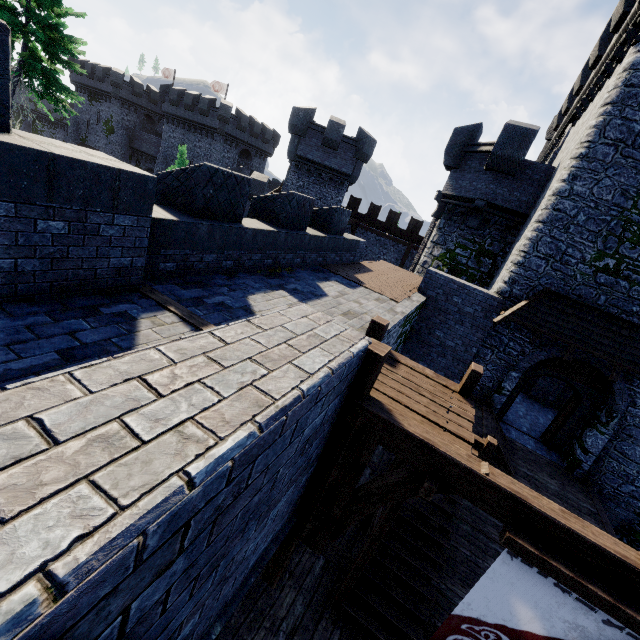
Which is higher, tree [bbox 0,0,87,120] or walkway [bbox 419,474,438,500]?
tree [bbox 0,0,87,120]

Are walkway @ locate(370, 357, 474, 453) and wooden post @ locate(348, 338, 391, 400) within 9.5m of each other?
yes

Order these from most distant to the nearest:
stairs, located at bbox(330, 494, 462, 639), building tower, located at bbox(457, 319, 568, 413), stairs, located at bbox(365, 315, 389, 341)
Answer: building tower, located at bbox(457, 319, 568, 413) < stairs, located at bbox(330, 494, 462, 639) < stairs, located at bbox(365, 315, 389, 341)

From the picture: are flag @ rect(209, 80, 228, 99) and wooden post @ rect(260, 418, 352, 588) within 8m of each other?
no

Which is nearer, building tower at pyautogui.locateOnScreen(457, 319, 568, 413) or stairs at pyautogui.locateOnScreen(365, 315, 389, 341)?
stairs at pyautogui.locateOnScreen(365, 315, 389, 341)

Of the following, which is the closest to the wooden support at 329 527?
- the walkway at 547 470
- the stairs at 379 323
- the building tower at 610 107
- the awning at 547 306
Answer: the stairs at 379 323

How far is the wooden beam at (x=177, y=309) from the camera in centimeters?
454cm

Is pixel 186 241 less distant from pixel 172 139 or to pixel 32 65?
pixel 32 65
